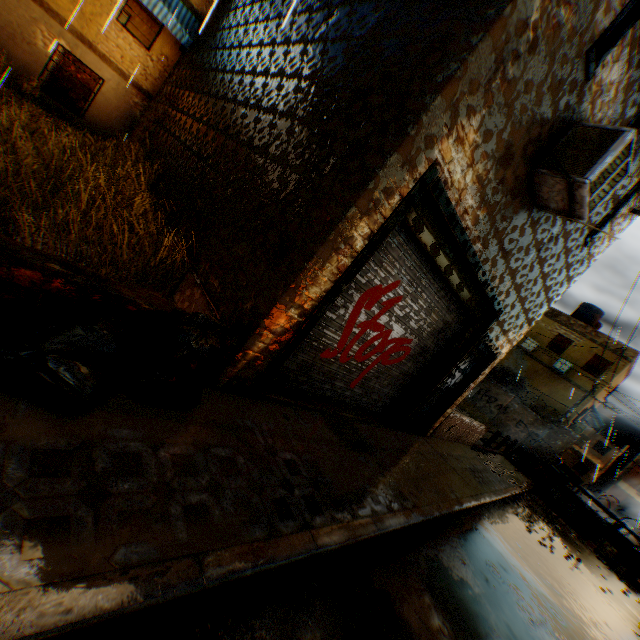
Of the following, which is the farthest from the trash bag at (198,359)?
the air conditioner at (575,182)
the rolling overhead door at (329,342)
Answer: the air conditioner at (575,182)

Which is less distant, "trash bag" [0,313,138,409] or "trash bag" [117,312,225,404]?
"trash bag" [0,313,138,409]

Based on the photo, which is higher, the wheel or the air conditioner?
the air conditioner

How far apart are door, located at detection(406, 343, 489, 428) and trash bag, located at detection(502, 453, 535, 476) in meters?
7.4 m

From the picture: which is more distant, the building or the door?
the door

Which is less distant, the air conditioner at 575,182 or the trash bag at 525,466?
the air conditioner at 575,182

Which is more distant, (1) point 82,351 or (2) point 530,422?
(2) point 530,422

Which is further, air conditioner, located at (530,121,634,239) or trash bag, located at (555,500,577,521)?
trash bag, located at (555,500,577,521)
